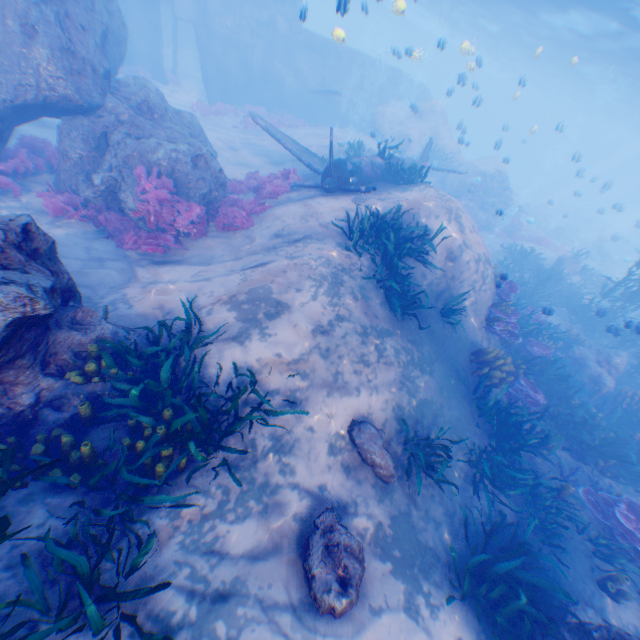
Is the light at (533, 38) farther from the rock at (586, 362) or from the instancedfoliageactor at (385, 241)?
the instancedfoliageactor at (385, 241)

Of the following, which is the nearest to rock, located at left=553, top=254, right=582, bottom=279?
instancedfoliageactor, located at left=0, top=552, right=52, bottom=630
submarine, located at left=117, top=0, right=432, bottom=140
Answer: submarine, located at left=117, top=0, right=432, bottom=140

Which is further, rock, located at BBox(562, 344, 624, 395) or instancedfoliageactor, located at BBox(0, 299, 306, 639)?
rock, located at BBox(562, 344, 624, 395)

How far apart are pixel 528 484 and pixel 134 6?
32.03m

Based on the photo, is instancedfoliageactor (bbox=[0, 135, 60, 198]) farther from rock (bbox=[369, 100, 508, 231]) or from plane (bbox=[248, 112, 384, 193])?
plane (bbox=[248, 112, 384, 193])

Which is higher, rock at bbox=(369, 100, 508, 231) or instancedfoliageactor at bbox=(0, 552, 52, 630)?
rock at bbox=(369, 100, 508, 231)

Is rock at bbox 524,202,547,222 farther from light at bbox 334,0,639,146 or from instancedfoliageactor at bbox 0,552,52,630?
instancedfoliageactor at bbox 0,552,52,630

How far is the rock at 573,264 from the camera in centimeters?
1897cm
